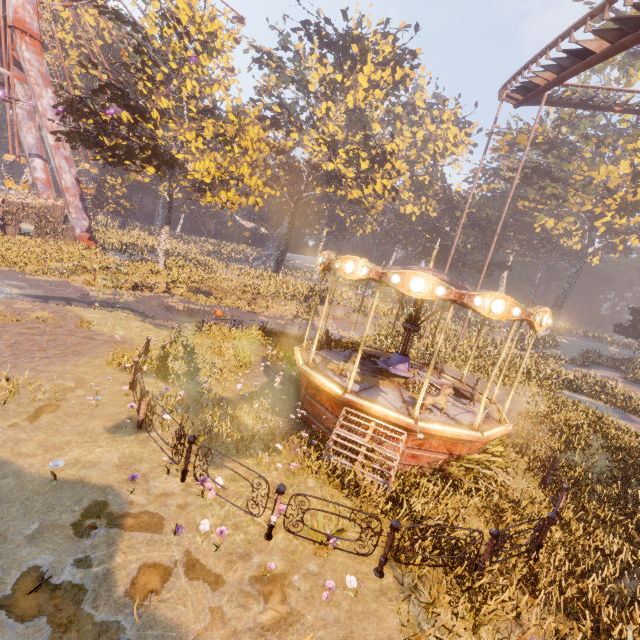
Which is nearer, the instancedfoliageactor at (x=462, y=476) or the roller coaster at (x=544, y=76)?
the instancedfoliageactor at (x=462, y=476)

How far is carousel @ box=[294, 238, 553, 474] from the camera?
8.09m

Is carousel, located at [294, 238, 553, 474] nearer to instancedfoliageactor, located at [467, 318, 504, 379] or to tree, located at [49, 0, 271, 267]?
instancedfoliageactor, located at [467, 318, 504, 379]

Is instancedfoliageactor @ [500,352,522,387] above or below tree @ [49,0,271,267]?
below

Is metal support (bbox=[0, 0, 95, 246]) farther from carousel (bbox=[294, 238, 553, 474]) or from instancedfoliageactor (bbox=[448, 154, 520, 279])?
carousel (bbox=[294, 238, 553, 474])

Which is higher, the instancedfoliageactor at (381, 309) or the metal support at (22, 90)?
the metal support at (22, 90)

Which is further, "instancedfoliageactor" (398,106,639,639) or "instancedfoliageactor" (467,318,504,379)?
"instancedfoliageactor" (467,318,504,379)

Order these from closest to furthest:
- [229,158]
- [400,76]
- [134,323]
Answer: [134,323] → [229,158] → [400,76]
